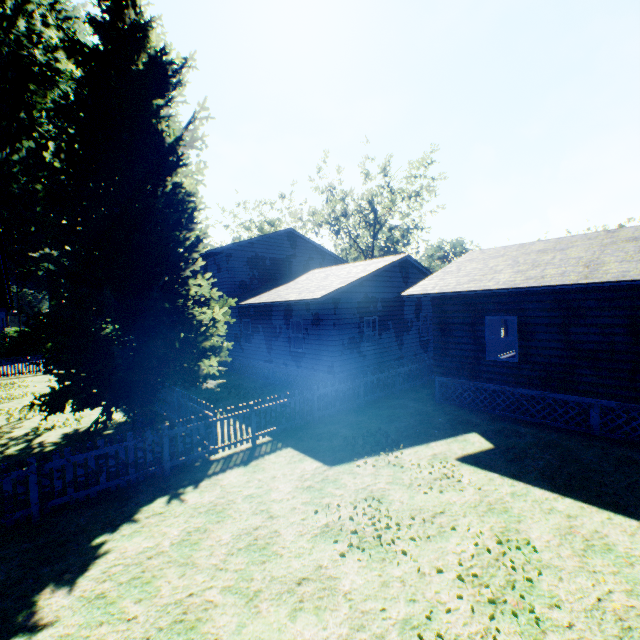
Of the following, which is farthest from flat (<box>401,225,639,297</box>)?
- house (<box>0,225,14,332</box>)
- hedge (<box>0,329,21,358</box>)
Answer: hedge (<box>0,329,21,358</box>)

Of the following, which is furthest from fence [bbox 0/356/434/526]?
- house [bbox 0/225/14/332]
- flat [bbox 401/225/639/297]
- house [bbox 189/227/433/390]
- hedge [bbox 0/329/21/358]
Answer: hedge [bbox 0/329/21/358]

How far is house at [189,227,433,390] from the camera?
14.53m

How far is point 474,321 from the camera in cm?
1194

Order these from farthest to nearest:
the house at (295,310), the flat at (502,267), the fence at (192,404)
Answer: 1. the house at (295,310)
2. the flat at (502,267)
3. the fence at (192,404)

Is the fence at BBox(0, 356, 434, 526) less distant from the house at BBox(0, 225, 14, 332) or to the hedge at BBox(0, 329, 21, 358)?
the house at BBox(0, 225, 14, 332)

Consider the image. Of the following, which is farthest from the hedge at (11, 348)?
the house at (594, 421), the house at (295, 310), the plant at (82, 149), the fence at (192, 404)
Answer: the house at (594, 421)

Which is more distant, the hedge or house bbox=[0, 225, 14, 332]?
the hedge
